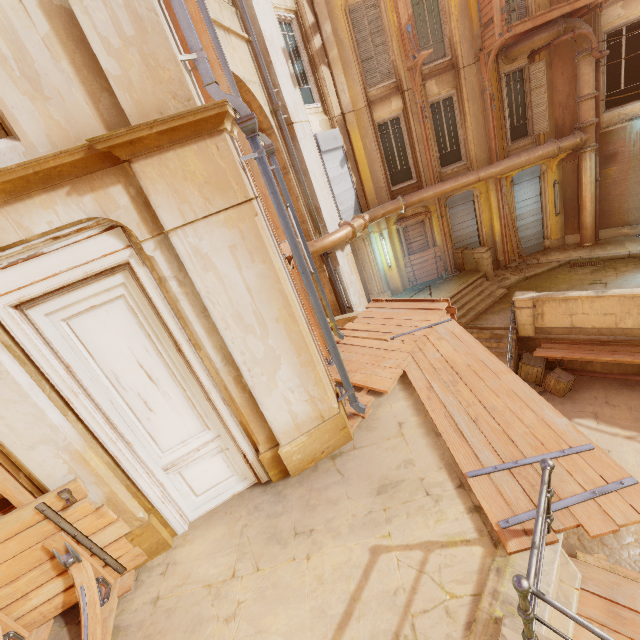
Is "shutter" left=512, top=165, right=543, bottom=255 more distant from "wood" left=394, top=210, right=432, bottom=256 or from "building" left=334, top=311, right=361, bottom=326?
"wood" left=394, top=210, right=432, bottom=256

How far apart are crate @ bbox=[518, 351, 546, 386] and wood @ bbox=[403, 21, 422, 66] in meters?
10.7

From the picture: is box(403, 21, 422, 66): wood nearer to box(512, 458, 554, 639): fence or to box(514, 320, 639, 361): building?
box(514, 320, 639, 361): building

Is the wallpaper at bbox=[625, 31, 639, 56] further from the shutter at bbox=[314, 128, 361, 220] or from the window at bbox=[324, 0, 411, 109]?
the shutter at bbox=[314, 128, 361, 220]

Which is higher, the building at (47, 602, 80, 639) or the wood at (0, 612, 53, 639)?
the wood at (0, 612, 53, 639)

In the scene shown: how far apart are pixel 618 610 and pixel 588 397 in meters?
8.7 m

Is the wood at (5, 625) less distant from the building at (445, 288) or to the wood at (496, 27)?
the building at (445, 288)

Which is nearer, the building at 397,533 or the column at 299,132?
the building at 397,533
